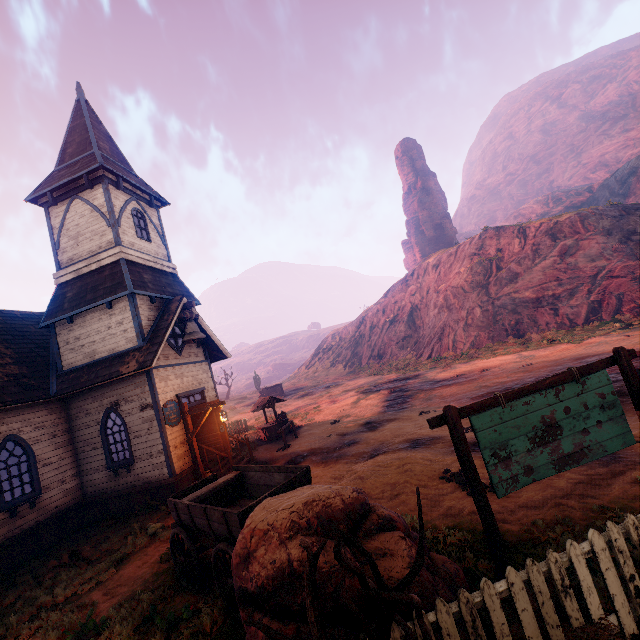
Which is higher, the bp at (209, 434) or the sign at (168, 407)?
the sign at (168, 407)

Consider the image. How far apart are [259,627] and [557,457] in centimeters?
448cm

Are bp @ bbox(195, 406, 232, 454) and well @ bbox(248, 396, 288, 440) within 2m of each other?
no

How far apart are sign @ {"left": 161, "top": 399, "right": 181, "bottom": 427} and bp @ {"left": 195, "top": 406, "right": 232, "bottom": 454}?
0.2 meters

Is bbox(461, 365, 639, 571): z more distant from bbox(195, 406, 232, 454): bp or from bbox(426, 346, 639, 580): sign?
bbox(195, 406, 232, 454): bp

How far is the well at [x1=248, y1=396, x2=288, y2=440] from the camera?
17.66m

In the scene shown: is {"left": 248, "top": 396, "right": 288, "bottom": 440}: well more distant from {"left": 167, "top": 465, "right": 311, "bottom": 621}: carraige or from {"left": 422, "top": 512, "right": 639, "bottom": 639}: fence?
{"left": 422, "top": 512, "right": 639, "bottom": 639}: fence

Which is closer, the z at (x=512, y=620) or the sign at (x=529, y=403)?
the z at (x=512, y=620)
